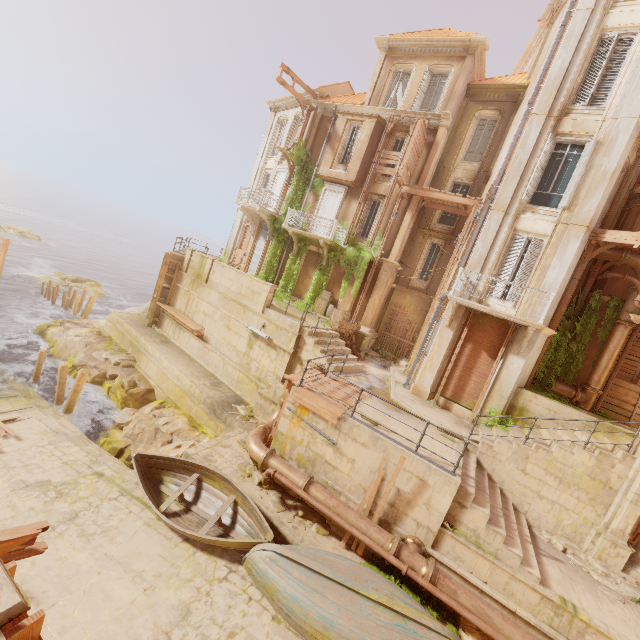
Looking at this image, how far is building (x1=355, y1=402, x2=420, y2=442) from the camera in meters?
9.9 m

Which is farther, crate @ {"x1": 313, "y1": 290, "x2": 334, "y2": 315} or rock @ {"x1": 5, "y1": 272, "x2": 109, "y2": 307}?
rock @ {"x1": 5, "y1": 272, "x2": 109, "y2": 307}

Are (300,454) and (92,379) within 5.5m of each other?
no

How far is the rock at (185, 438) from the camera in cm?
1345

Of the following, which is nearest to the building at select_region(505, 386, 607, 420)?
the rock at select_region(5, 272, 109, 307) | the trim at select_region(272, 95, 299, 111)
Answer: the trim at select_region(272, 95, 299, 111)

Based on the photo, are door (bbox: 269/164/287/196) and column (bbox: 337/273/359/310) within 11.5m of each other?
yes

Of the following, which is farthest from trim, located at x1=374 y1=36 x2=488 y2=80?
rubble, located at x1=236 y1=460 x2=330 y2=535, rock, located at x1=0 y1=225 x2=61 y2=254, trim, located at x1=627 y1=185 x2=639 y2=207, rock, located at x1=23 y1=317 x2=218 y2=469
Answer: rock, located at x1=0 y1=225 x2=61 y2=254

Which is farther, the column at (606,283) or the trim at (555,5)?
the trim at (555,5)
